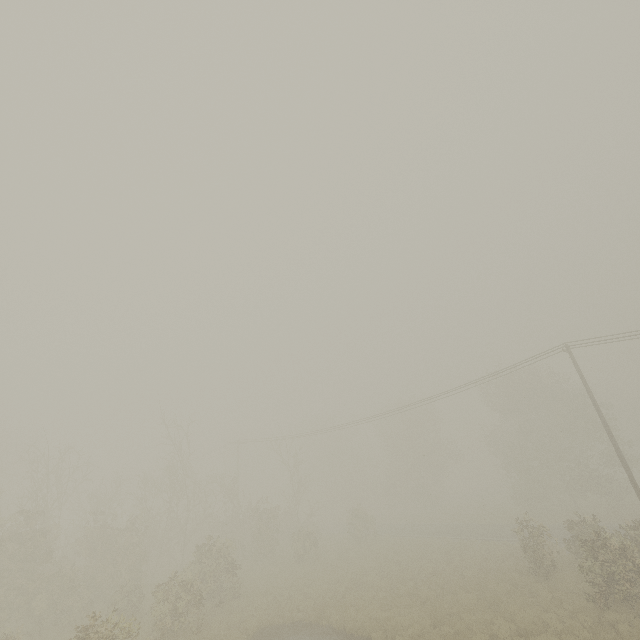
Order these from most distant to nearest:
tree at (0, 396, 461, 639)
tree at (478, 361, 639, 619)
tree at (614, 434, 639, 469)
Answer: tree at (614, 434, 639, 469)
tree at (0, 396, 461, 639)
tree at (478, 361, 639, 619)

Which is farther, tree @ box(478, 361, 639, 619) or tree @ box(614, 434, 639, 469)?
tree @ box(614, 434, 639, 469)

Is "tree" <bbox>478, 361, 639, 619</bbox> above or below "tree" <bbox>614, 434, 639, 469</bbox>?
below

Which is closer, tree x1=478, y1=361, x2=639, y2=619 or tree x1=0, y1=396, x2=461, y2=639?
tree x1=478, y1=361, x2=639, y2=619

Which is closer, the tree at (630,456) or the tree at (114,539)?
the tree at (114,539)

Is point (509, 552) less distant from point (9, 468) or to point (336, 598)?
point (336, 598)

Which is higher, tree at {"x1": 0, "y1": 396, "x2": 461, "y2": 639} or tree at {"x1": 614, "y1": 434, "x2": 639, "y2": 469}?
tree at {"x1": 614, "y1": 434, "x2": 639, "y2": 469}

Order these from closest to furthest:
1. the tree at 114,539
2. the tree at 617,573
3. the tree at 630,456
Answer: the tree at 617,573, the tree at 114,539, the tree at 630,456
